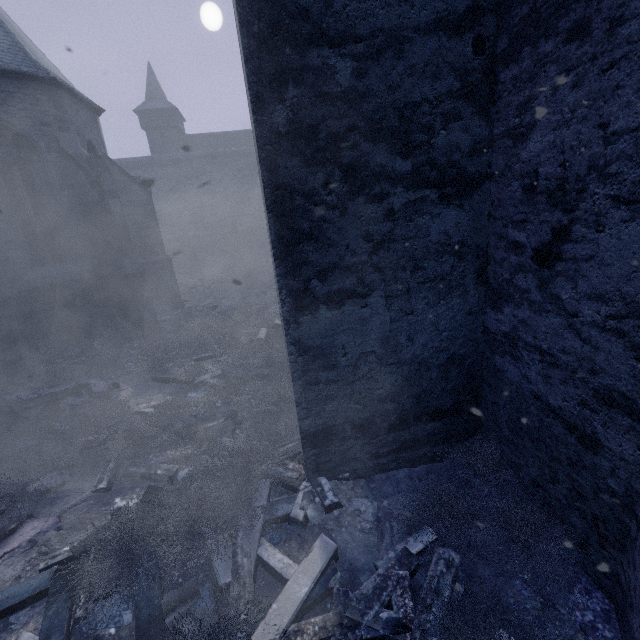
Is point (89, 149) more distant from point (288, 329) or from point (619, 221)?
point (619, 221)

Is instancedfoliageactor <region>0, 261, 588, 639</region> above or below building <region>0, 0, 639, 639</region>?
below

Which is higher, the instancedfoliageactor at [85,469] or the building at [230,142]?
the building at [230,142]
